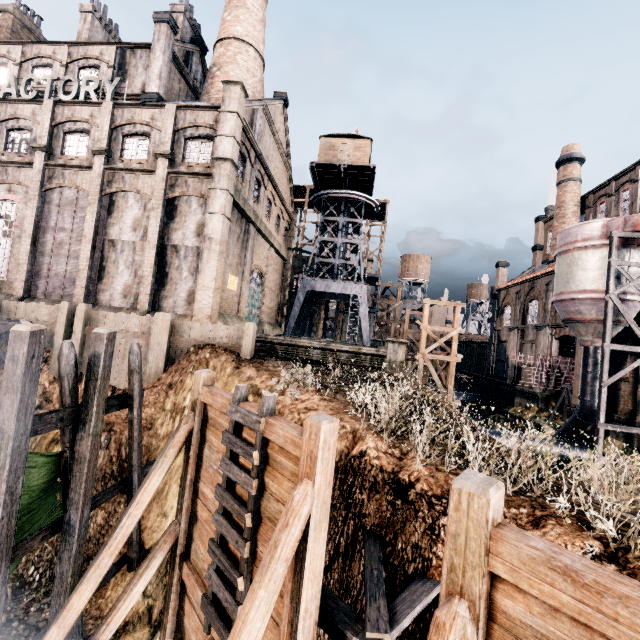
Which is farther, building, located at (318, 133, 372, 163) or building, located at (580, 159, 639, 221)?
building, located at (318, 133, 372, 163)

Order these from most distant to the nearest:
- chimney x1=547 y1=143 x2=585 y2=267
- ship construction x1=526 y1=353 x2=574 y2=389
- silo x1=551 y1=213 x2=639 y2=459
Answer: chimney x1=547 y1=143 x2=585 y2=267, ship construction x1=526 y1=353 x2=574 y2=389, silo x1=551 y1=213 x2=639 y2=459

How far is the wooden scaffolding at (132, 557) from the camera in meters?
10.0 m

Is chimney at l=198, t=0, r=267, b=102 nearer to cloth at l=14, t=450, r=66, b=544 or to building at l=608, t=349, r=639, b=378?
building at l=608, t=349, r=639, b=378

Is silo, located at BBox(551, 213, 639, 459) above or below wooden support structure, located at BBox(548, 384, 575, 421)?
above

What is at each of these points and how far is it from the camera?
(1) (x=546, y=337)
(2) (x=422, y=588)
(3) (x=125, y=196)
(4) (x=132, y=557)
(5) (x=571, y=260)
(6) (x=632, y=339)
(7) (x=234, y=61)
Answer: (1) building, 32.03m
(2) wooden scaffolding, 5.55m
(3) building, 21.59m
(4) wooden scaffolding, 10.77m
(5) silo, 21.86m
(6) building, 22.48m
(7) chimney, 28.45m

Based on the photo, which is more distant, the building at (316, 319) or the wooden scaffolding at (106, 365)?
the building at (316, 319)

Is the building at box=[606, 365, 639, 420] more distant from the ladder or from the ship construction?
the ladder
